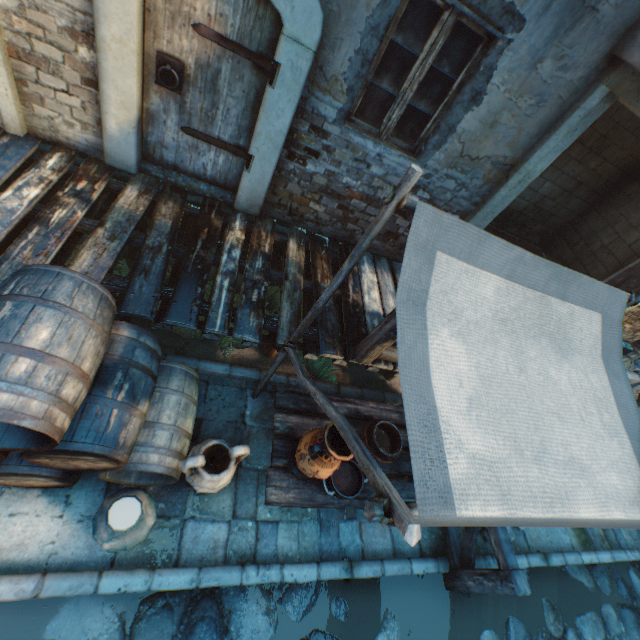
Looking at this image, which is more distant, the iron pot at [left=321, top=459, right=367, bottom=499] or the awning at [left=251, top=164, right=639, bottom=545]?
the iron pot at [left=321, top=459, right=367, bottom=499]

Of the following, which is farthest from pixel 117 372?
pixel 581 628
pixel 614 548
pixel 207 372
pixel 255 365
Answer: pixel 614 548

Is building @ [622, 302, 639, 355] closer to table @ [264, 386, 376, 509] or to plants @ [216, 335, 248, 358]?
plants @ [216, 335, 248, 358]

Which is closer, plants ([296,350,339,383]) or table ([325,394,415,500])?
table ([325,394,415,500])

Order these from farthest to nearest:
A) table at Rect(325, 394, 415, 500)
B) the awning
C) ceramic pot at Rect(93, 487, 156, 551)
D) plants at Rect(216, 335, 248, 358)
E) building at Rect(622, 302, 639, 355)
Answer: building at Rect(622, 302, 639, 355) < plants at Rect(216, 335, 248, 358) < table at Rect(325, 394, 415, 500) < ceramic pot at Rect(93, 487, 156, 551) < the awning

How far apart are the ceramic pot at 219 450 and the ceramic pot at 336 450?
0.42m

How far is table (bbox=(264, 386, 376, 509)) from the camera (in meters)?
2.80

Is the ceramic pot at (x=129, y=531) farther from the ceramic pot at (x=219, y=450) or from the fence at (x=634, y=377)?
the fence at (x=634, y=377)
